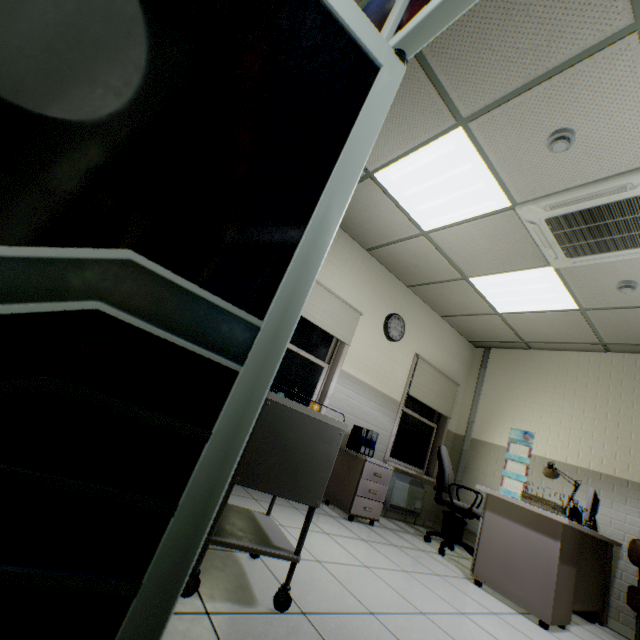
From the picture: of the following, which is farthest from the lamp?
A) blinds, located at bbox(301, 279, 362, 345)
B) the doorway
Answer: the doorway

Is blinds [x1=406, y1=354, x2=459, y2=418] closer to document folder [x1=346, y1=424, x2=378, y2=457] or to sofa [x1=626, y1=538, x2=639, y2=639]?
document folder [x1=346, y1=424, x2=378, y2=457]

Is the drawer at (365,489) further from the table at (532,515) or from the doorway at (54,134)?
the doorway at (54,134)

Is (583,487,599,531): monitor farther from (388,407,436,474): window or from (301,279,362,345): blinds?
(301,279,362,345): blinds

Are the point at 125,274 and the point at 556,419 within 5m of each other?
no

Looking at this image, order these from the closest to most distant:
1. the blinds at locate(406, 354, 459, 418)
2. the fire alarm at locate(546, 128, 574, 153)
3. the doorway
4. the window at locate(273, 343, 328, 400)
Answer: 1. the doorway
2. the fire alarm at locate(546, 128, 574, 153)
3. the window at locate(273, 343, 328, 400)
4. the blinds at locate(406, 354, 459, 418)

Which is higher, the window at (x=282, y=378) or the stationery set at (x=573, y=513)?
the window at (x=282, y=378)

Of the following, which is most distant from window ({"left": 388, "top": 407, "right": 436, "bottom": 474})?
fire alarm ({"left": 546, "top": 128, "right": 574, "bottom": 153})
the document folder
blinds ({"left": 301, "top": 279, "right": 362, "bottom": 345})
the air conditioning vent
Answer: fire alarm ({"left": 546, "top": 128, "right": 574, "bottom": 153})
